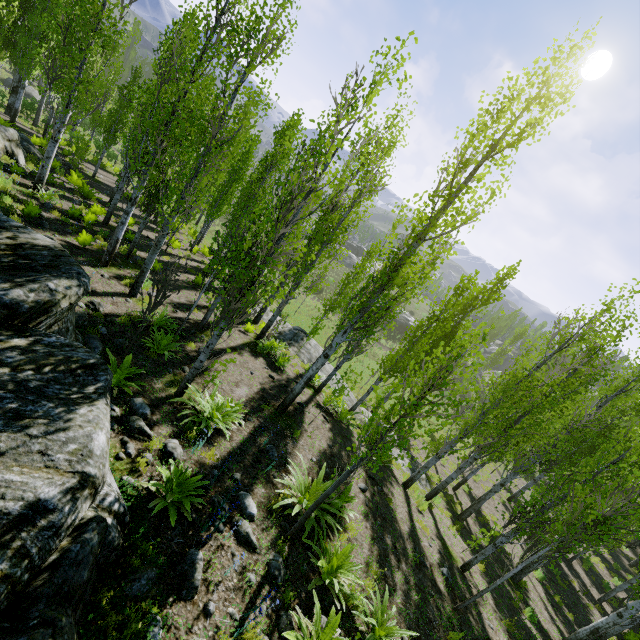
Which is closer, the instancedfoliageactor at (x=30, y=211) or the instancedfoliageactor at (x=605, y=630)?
the instancedfoliageactor at (x=605, y=630)

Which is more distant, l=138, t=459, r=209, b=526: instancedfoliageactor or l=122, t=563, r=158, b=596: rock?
l=138, t=459, r=209, b=526: instancedfoliageactor

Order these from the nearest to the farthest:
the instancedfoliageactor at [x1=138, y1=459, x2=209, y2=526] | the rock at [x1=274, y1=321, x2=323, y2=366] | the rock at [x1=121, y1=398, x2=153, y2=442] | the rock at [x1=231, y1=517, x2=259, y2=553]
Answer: the instancedfoliageactor at [x1=138, y1=459, x2=209, y2=526] → the rock at [x1=231, y1=517, x2=259, y2=553] → the rock at [x1=121, y1=398, x2=153, y2=442] → the rock at [x1=274, y1=321, x2=323, y2=366]

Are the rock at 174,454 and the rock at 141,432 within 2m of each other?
yes

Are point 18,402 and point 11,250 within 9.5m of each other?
yes

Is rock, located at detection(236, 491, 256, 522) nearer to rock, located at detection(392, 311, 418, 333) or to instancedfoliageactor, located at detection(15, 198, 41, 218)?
instancedfoliageactor, located at detection(15, 198, 41, 218)

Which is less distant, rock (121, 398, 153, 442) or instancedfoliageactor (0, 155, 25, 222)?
rock (121, 398, 153, 442)

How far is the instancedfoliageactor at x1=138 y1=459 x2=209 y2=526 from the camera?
4.9m
